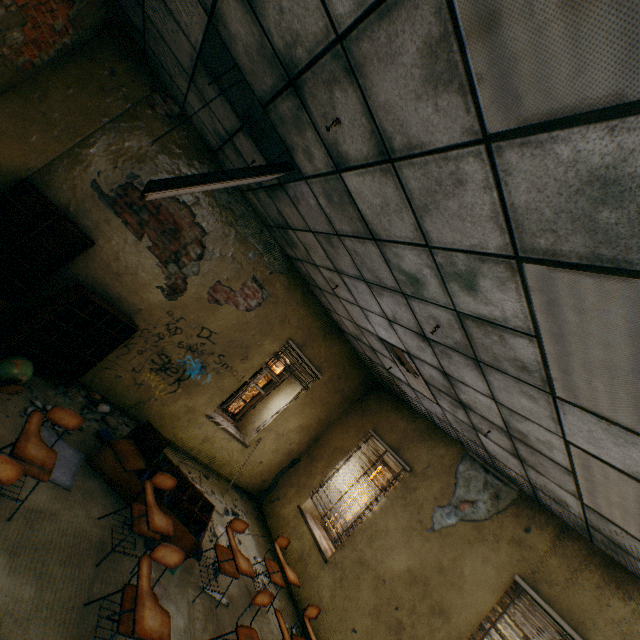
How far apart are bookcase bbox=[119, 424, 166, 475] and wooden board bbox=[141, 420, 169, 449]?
0.01m

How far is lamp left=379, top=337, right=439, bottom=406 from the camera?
4.8 meters

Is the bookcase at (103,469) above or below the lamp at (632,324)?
below

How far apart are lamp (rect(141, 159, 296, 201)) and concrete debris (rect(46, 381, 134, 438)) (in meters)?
3.28

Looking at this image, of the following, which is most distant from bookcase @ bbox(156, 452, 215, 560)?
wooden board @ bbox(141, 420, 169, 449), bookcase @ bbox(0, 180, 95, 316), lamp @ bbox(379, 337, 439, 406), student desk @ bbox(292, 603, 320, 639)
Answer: lamp @ bbox(379, 337, 439, 406)

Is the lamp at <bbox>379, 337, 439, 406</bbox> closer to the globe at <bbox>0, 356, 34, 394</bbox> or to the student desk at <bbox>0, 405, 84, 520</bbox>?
the student desk at <bbox>0, 405, 84, 520</bbox>

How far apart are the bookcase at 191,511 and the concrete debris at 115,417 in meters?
0.0

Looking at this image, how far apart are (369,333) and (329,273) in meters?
1.3
